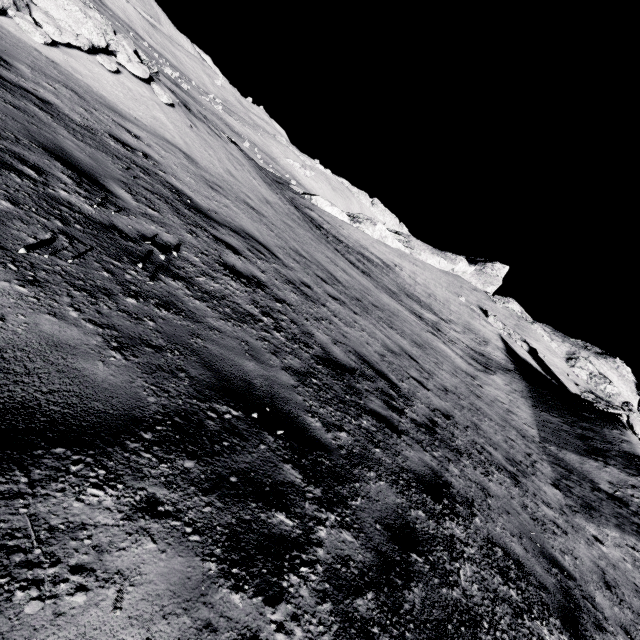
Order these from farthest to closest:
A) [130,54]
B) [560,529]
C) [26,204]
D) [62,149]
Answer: [130,54], [560,529], [62,149], [26,204]
